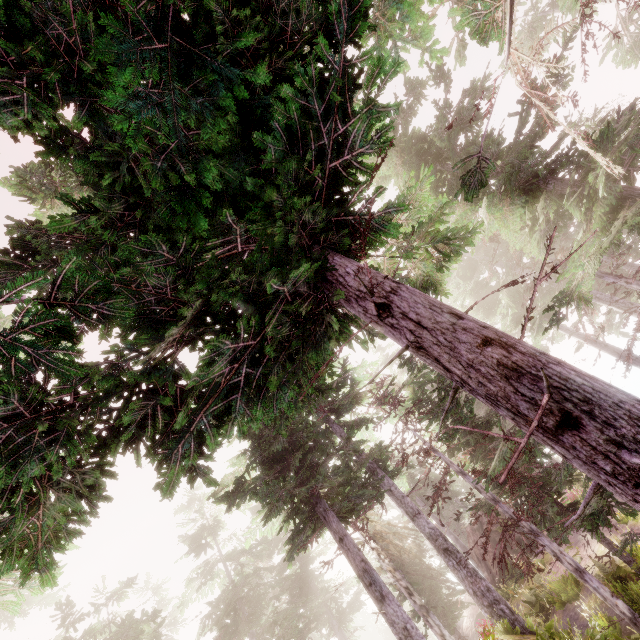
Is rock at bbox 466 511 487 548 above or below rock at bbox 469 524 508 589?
above

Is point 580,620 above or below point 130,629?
below

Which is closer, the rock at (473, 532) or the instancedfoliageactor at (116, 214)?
the instancedfoliageactor at (116, 214)

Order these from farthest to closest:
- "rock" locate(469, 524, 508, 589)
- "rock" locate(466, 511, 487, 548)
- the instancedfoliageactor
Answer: "rock" locate(466, 511, 487, 548), "rock" locate(469, 524, 508, 589), the instancedfoliageactor

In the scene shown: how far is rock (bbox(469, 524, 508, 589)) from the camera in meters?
22.4 m

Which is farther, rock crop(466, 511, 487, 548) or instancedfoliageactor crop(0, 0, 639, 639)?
rock crop(466, 511, 487, 548)

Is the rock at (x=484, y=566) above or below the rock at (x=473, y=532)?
below
